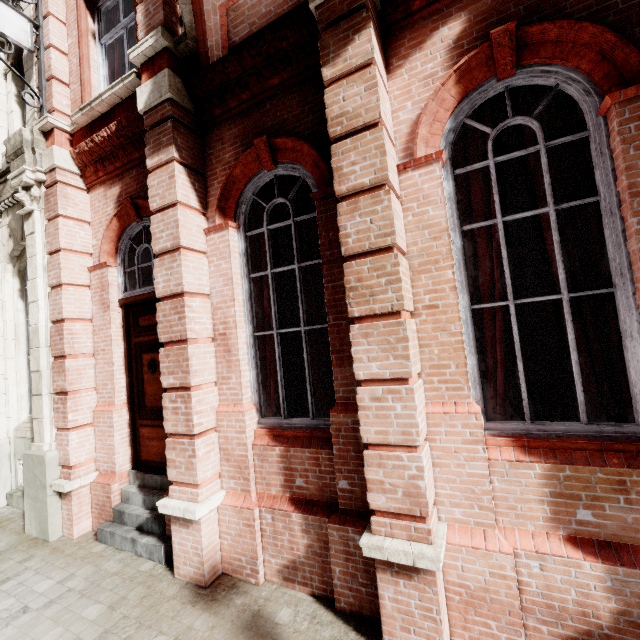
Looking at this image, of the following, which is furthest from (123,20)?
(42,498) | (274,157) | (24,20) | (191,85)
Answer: (42,498)
